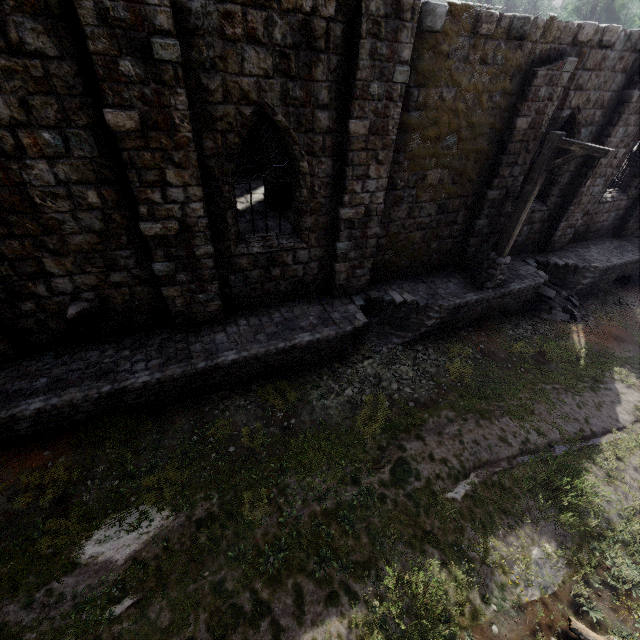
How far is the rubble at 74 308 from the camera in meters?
7.4 m

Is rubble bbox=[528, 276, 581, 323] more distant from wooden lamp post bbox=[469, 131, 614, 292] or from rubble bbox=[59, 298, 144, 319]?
rubble bbox=[59, 298, 144, 319]

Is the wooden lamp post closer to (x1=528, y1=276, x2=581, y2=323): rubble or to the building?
the building

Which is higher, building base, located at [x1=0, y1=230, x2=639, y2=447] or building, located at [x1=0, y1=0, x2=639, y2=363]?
building, located at [x1=0, y1=0, x2=639, y2=363]

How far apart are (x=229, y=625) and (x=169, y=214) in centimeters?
743cm

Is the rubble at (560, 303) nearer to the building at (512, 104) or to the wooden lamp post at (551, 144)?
the building at (512, 104)

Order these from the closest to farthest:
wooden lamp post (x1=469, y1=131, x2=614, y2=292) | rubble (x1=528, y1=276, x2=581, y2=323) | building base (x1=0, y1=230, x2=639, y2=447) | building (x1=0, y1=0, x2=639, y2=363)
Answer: building (x1=0, y1=0, x2=639, y2=363) → building base (x1=0, y1=230, x2=639, y2=447) → wooden lamp post (x1=469, y1=131, x2=614, y2=292) → rubble (x1=528, y1=276, x2=581, y2=323)

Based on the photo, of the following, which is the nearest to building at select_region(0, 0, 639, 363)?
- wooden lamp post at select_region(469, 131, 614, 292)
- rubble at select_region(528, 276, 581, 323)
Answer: wooden lamp post at select_region(469, 131, 614, 292)
